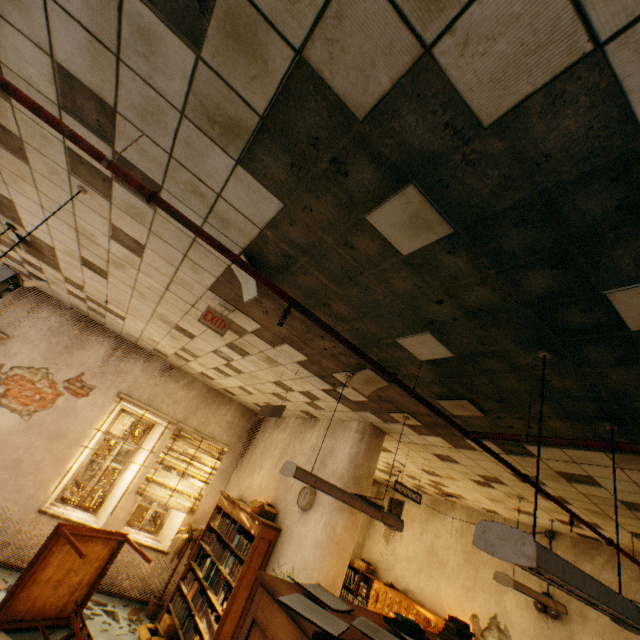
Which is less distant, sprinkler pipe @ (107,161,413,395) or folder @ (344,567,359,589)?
sprinkler pipe @ (107,161,413,395)

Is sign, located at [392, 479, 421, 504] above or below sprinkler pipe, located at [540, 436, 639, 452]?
below

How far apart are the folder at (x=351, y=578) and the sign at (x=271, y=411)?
6.7 meters

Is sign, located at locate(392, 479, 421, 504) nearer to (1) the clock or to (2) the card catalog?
(1) the clock

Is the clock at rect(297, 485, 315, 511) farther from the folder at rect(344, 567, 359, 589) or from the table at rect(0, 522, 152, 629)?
the folder at rect(344, 567, 359, 589)

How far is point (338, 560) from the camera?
4.1 meters

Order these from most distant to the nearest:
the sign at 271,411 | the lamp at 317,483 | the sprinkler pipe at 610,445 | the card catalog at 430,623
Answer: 1. the card catalog at 430,623
2. the sign at 271,411
3. the lamp at 317,483
4. the sprinkler pipe at 610,445

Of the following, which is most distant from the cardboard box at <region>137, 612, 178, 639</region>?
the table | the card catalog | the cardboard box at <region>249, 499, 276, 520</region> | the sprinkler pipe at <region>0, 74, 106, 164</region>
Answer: the sprinkler pipe at <region>0, 74, 106, 164</region>
